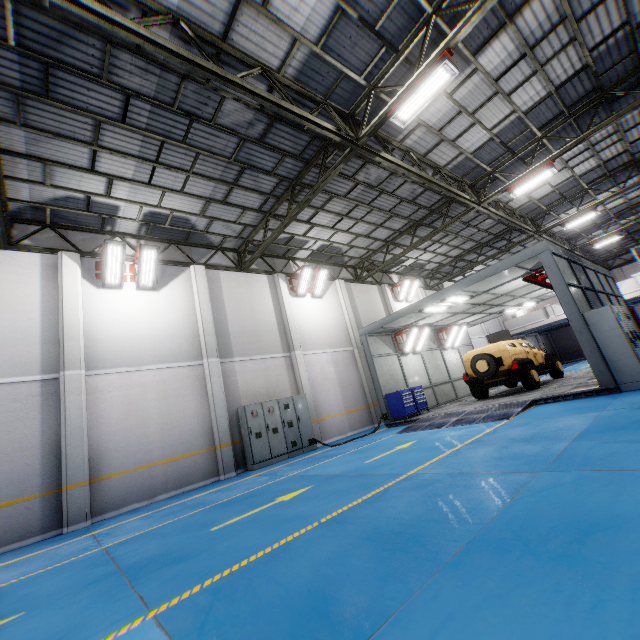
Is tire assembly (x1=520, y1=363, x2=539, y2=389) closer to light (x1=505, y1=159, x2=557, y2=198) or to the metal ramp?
the metal ramp

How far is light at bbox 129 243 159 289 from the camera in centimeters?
1090cm

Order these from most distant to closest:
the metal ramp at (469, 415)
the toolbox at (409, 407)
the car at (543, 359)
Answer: the toolbox at (409, 407)
the car at (543, 359)
the metal ramp at (469, 415)

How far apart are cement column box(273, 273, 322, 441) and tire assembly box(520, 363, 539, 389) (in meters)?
8.13

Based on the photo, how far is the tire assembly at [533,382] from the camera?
12.2m

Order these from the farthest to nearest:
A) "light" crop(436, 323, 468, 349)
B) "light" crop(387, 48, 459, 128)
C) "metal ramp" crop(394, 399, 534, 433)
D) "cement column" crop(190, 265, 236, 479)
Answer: "light" crop(436, 323, 468, 349)
"cement column" crop(190, 265, 236, 479)
"metal ramp" crop(394, 399, 534, 433)
"light" crop(387, 48, 459, 128)

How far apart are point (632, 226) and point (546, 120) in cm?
2137

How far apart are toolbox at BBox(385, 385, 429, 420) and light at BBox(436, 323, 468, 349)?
4.7m
